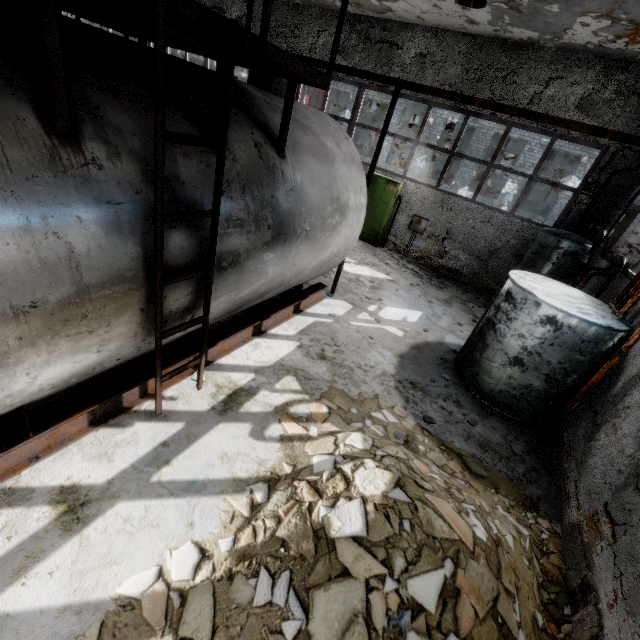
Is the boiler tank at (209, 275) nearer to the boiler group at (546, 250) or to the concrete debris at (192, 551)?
the concrete debris at (192, 551)

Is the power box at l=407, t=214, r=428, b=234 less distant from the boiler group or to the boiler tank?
the boiler group

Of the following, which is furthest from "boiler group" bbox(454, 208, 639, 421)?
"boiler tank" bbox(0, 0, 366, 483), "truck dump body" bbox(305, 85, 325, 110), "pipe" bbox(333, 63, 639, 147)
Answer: "pipe" bbox(333, 63, 639, 147)

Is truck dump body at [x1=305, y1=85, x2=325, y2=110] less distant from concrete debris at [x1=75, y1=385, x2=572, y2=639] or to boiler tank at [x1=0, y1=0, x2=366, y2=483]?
boiler tank at [x1=0, y1=0, x2=366, y2=483]

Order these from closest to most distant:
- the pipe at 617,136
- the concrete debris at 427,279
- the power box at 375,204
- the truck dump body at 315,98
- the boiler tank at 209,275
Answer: the boiler tank at 209,275 < the pipe at 617,136 < the concrete debris at 427,279 < the power box at 375,204 < the truck dump body at 315,98

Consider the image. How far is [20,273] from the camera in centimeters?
207cm

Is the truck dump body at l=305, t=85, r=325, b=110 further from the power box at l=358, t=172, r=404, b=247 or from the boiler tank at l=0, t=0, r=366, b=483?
the boiler tank at l=0, t=0, r=366, b=483

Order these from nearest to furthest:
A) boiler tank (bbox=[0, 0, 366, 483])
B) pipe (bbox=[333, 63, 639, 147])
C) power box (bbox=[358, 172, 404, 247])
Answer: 1. boiler tank (bbox=[0, 0, 366, 483])
2. pipe (bbox=[333, 63, 639, 147])
3. power box (bbox=[358, 172, 404, 247])
